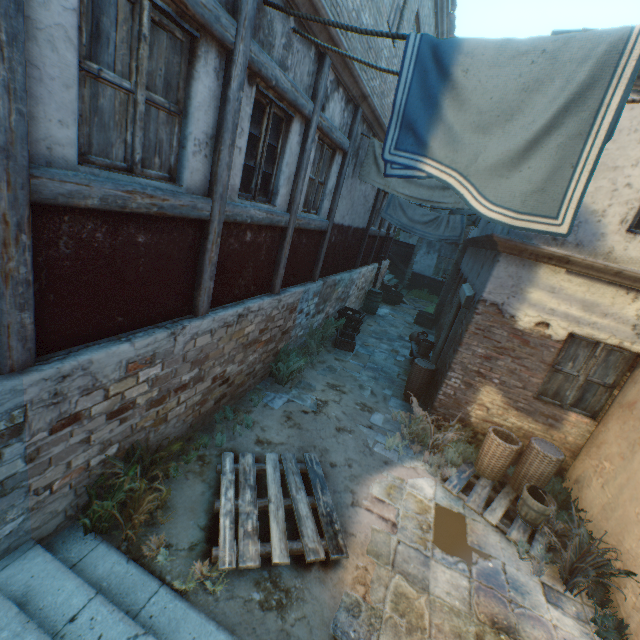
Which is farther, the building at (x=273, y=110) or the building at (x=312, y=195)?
the building at (x=312, y=195)

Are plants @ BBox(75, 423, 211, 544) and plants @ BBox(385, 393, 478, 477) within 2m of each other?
no

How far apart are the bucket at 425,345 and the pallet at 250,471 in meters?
5.4 m

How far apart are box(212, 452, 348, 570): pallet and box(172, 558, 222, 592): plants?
0.1 meters

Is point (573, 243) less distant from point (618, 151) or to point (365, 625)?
point (618, 151)

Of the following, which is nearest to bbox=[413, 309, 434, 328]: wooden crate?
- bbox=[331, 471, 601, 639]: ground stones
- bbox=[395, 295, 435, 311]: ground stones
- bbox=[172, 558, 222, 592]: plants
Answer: bbox=[395, 295, 435, 311]: ground stones

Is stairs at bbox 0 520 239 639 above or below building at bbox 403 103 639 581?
below

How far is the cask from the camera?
16.42m
